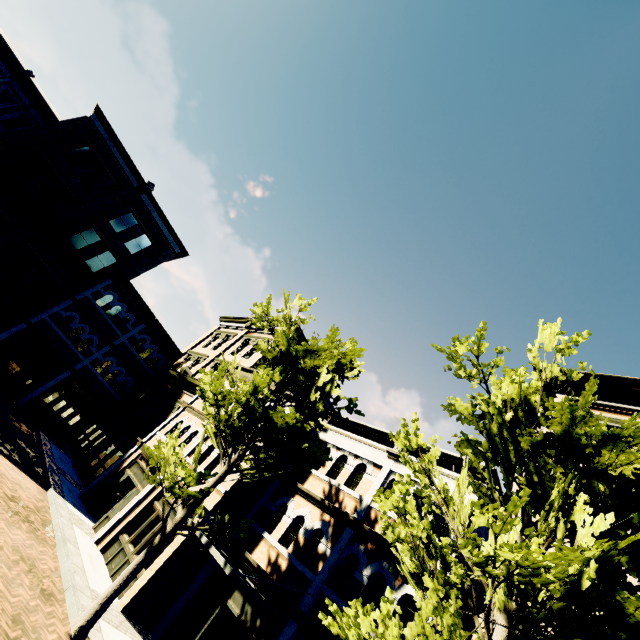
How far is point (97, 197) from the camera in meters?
23.5 m

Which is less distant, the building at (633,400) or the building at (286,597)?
the building at (286,597)

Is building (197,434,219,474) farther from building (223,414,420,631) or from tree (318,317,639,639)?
tree (318,317,639,639)

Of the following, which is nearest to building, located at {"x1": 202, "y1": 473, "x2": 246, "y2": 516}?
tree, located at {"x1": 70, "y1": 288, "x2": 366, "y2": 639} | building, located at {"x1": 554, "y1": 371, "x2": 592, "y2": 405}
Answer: building, located at {"x1": 554, "y1": 371, "x2": 592, "y2": 405}

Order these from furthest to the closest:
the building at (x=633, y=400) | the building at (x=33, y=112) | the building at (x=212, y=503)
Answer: the building at (x=33, y=112)
the building at (x=212, y=503)
the building at (x=633, y=400)

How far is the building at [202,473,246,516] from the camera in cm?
1168
